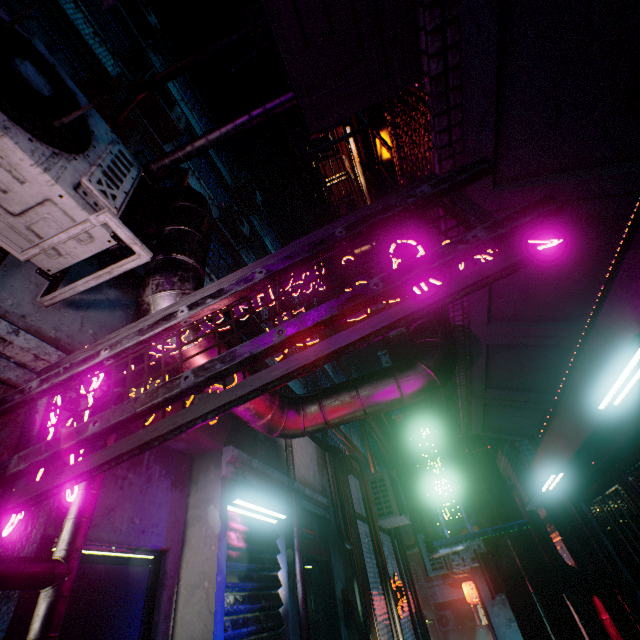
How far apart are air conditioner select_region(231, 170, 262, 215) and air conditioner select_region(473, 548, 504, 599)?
11.82m

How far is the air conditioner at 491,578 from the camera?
7.1m

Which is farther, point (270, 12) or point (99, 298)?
point (99, 298)

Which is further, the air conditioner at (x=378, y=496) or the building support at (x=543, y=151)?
the air conditioner at (x=378, y=496)

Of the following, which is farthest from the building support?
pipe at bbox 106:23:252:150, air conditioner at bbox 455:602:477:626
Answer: air conditioner at bbox 455:602:477:626

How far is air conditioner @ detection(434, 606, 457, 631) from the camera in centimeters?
1678cm

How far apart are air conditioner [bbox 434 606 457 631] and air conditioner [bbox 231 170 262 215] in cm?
2203

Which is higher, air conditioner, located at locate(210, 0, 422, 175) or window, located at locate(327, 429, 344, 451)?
window, located at locate(327, 429, 344, 451)
